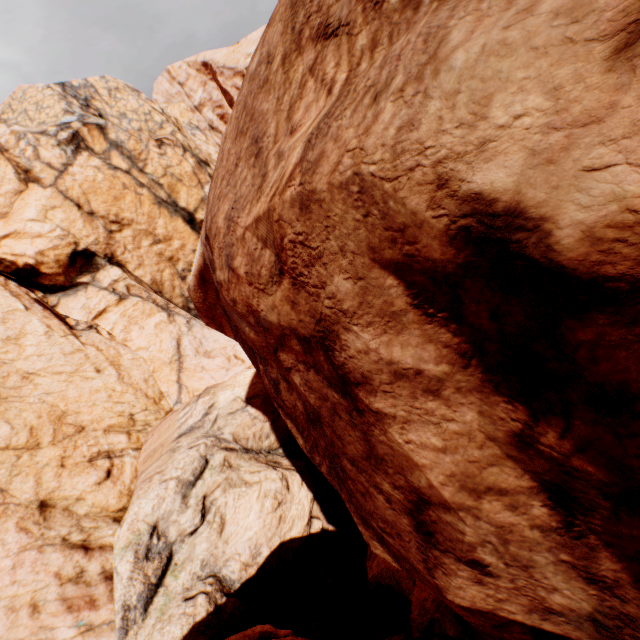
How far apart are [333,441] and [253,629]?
7.97m
